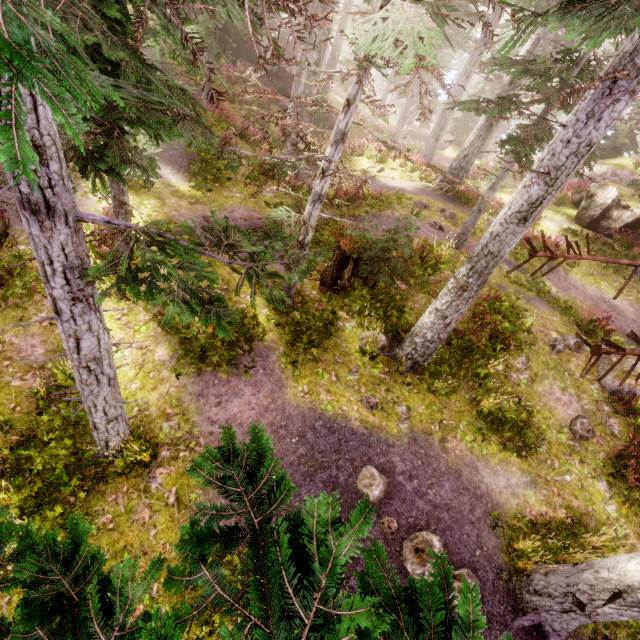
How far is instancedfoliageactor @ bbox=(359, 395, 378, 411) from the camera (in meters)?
7.88

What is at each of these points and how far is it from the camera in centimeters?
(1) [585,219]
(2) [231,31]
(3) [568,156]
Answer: (1) rock, 1666cm
(2) rock, 2162cm
(3) instancedfoliageactor, 518cm

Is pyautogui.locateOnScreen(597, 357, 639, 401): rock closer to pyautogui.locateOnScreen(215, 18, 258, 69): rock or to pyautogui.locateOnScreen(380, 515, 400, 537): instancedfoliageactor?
pyautogui.locateOnScreen(380, 515, 400, 537): instancedfoliageactor

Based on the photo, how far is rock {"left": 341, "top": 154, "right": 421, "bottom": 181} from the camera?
17.8 meters

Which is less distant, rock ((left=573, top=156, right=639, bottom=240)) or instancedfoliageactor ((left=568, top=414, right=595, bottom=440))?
instancedfoliageactor ((left=568, top=414, right=595, bottom=440))

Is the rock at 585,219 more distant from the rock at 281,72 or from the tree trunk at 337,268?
the tree trunk at 337,268

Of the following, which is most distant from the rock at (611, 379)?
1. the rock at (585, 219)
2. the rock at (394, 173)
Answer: the rock at (394, 173)

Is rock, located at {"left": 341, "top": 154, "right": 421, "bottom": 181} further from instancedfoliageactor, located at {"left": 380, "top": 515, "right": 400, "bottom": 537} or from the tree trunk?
the tree trunk
